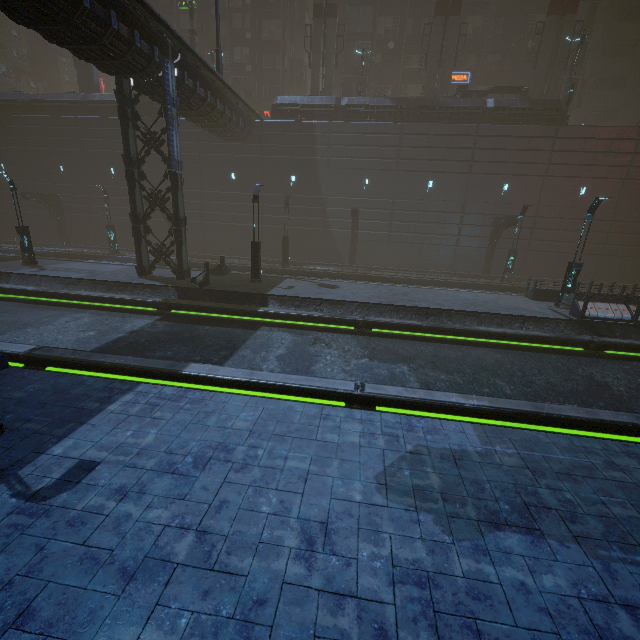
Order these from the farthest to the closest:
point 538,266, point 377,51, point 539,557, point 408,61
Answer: point 408,61
point 377,51
point 538,266
point 539,557

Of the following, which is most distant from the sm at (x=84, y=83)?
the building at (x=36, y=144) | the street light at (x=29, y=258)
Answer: the street light at (x=29, y=258)

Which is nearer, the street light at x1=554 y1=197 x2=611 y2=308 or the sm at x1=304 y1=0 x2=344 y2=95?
the street light at x1=554 y1=197 x2=611 y2=308

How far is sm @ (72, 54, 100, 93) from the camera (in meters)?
32.59

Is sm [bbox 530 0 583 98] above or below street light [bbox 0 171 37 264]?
above

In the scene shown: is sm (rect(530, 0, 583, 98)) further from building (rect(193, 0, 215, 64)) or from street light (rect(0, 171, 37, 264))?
street light (rect(0, 171, 37, 264))

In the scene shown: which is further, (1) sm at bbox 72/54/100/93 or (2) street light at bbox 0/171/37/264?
(1) sm at bbox 72/54/100/93

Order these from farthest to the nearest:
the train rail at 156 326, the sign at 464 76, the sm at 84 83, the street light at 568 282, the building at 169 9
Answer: the building at 169 9 < the sign at 464 76 < the sm at 84 83 < the street light at 568 282 < the train rail at 156 326
